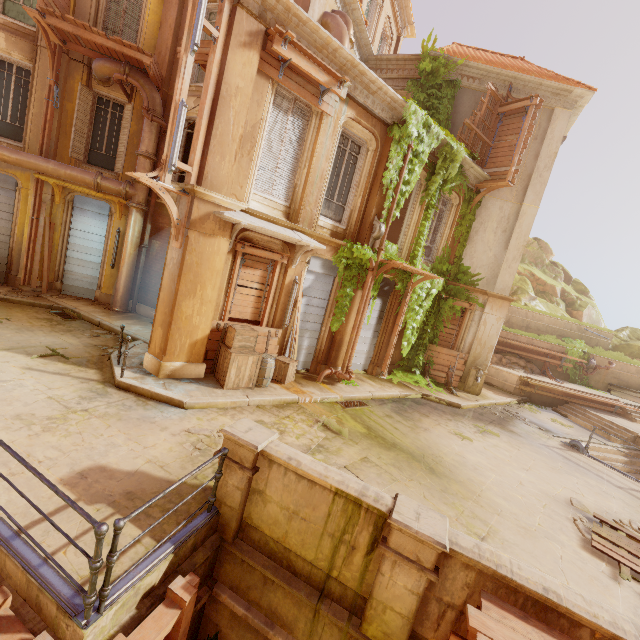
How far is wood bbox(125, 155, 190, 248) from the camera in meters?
6.5 m

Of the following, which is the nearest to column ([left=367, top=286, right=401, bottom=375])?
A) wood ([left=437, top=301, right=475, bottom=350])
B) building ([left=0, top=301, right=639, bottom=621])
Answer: building ([left=0, top=301, right=639, bottom=621])

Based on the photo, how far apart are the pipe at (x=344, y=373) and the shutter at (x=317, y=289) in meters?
0.7

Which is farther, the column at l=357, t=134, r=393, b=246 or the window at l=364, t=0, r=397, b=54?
the window at l=364, t=0, r=397, b=54

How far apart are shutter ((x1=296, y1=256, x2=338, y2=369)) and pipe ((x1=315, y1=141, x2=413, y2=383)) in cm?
71

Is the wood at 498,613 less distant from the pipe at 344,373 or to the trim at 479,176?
the pipe at 344,373

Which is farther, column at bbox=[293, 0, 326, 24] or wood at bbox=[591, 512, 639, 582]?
column at bbox=[293, 0, 326, 24]

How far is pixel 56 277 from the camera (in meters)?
12.52
